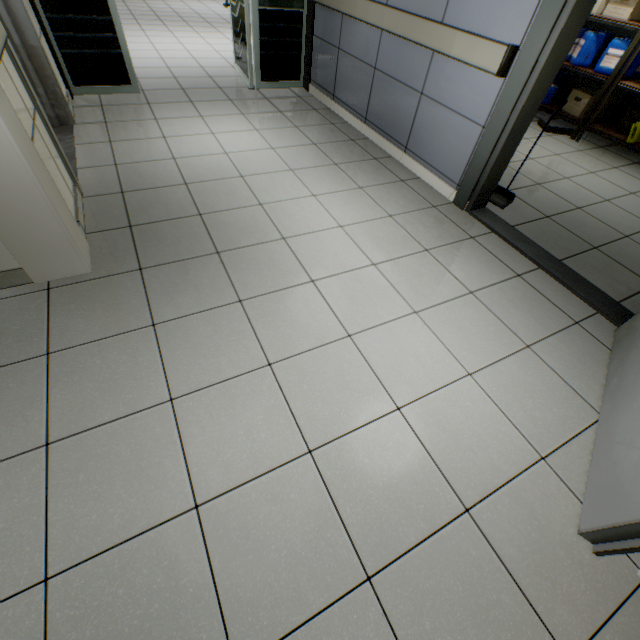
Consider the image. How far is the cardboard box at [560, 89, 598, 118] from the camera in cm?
439

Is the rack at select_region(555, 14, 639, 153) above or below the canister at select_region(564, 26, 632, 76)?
below

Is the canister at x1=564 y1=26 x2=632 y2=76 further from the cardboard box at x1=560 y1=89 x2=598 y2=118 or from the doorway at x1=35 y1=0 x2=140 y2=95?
the doorway at x1=35 y1=0 x2=140 y2=95

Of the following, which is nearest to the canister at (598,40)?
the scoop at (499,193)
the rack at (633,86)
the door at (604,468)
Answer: the rack at (633,86)

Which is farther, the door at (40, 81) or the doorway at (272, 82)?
the doorway at (272, 82)

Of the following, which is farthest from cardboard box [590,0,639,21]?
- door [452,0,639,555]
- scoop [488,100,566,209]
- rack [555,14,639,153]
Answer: door [452,0,639,555]

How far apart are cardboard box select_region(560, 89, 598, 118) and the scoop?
2.5m

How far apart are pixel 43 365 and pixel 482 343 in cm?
240
